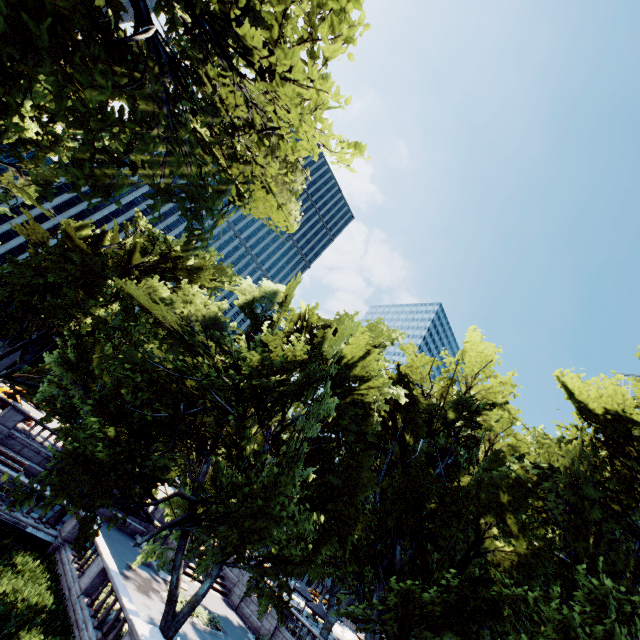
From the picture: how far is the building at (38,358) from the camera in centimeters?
4859cm

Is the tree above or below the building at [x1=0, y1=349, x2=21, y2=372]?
above

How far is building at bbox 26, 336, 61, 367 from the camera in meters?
48.6 m

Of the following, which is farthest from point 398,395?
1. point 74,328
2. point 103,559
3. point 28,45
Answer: point 74,328

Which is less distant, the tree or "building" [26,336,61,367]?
the tree

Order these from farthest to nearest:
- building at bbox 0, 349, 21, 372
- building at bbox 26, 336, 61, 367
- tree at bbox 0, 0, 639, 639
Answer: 1. building at bbox 26, 336, 61, 367
2. building at bbox 0, 349, 21, 372
3. tree at bbox 0, 0, 639, 639

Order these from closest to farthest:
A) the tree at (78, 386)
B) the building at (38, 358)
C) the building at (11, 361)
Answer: the tree at (78, 386) → the building at (11, 361) → the building at (38, 358)
